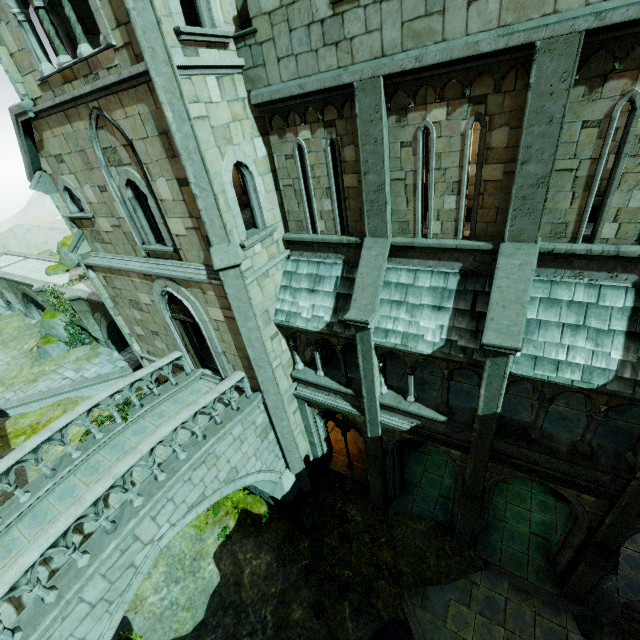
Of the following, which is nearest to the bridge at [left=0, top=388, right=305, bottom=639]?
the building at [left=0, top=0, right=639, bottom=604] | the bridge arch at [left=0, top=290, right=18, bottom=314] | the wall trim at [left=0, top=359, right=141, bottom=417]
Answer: the building at [left=0, top=0, right=639, bottom=604]

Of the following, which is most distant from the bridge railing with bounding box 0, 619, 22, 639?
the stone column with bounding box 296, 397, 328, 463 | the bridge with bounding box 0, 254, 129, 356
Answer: the bridge with bounding box 0, 254, 129, 356

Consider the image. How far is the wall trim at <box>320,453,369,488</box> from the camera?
13.6 meters

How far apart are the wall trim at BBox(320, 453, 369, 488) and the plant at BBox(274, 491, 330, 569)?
0.8 meters

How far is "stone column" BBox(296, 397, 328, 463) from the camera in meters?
12.5

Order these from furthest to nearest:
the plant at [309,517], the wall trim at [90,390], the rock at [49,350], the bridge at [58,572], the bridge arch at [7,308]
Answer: the bridge arch at [7,308] < the rock at [49,350] < the wall trim at [90,390] < the plant at [309,517] < the bridge at [58,572]

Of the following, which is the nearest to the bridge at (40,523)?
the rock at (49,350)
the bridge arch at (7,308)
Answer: the rock at (49,350)

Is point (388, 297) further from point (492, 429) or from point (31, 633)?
point (31, 633)
